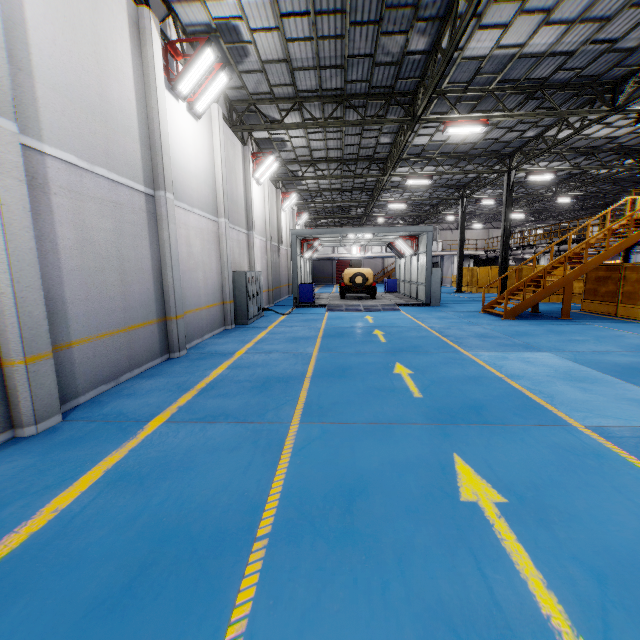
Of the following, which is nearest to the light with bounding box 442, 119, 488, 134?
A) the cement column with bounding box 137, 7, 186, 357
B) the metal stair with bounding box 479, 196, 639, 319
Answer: the metal stair with bounding box 479, 196, 639, 319

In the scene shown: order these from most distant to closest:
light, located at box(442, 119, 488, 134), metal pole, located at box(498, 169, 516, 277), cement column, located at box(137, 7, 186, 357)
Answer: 1. metal pole, located at box(498, 169, 516, 277)
2. light, located at box(442, 119, 488, 134)
3. cement column, located at box(137, 7, 186, 357)

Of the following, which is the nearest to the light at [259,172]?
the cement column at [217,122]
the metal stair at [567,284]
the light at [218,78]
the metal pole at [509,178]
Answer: the cement column at [217,122]

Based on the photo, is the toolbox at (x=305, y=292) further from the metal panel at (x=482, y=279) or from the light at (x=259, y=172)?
the metal panel at (x=482, y=279)

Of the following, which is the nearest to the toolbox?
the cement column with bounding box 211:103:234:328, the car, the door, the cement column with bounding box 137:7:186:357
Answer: the car

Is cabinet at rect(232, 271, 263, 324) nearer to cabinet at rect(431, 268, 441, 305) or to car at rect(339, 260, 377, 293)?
car at rect(339, 260, 377, 293)

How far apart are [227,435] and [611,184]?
38.36m

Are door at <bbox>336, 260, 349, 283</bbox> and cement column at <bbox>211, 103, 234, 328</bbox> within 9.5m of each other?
no
